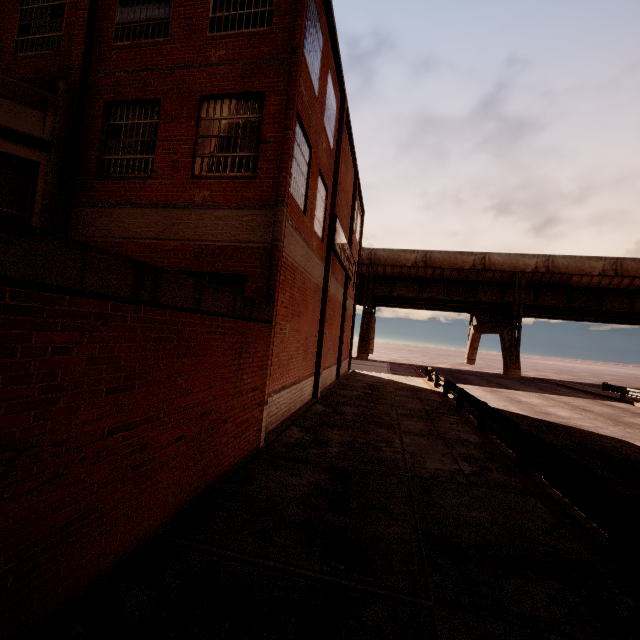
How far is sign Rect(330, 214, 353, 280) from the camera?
14.3 meters

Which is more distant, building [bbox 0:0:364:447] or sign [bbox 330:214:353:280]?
sign [bbox 330:214:353:280]

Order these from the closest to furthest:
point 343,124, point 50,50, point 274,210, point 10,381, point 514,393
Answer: point 10,381 → point 274,210 → point 50,50 → point 343,124 → point 514,393

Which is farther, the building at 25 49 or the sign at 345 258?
the sign at 345 258

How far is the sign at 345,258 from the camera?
14.3m
